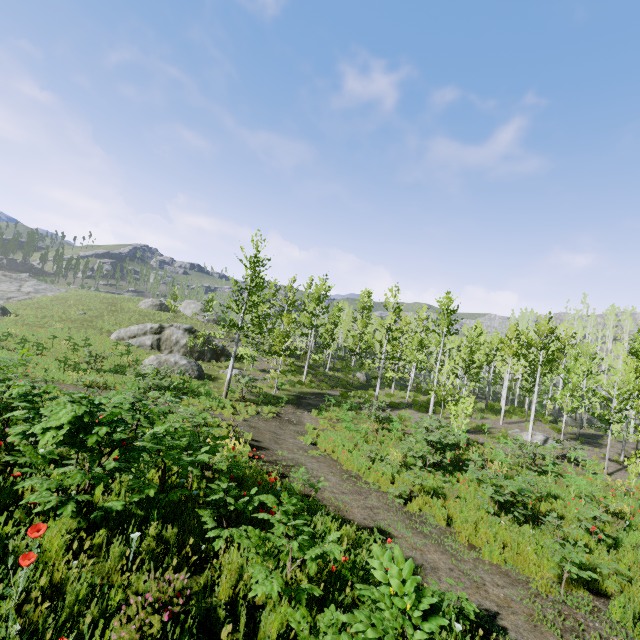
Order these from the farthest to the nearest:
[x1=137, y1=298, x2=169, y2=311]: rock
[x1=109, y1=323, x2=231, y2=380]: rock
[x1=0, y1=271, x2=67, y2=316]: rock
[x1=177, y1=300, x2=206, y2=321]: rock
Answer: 1. [x1=177, y1=300, x2=206, y2=321]: rock
2. [x1=137, y1=298, x2=169, y2=311]: rock
3. [x1=0, y1=271, x2=67, y2=316]: rock
4. [x1=109, y1=323, x2=231, y2=380]: rock

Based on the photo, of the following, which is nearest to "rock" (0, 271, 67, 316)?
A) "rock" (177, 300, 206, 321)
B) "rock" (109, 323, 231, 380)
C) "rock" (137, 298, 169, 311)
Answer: "rock" (109, 323, 231, 380)

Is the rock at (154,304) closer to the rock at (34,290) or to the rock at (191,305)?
the rock at (191,305)

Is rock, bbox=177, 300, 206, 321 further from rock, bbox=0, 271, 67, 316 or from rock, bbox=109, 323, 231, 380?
rock, bbox=0, 271, 67, 316

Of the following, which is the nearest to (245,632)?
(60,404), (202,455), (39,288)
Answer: (202,455)

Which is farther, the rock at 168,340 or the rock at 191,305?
the rock at 191,305

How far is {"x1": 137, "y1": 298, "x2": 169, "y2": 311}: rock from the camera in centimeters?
4488cm
